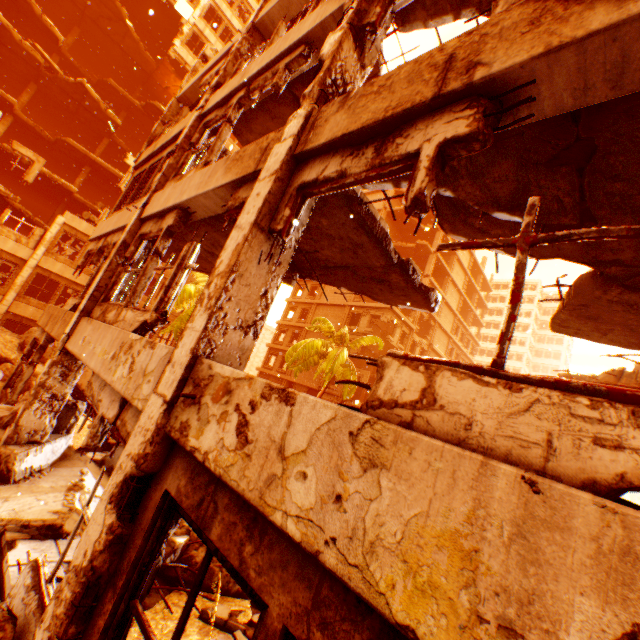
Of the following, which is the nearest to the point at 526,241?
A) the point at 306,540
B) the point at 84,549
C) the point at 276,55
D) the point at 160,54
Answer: the point at 306,540

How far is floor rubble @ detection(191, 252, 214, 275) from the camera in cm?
884

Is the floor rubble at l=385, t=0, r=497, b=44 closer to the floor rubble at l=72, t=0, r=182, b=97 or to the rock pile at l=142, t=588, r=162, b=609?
the rock pile at l=142, t=588, r=162, b=609

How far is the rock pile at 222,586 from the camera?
5.7 meters

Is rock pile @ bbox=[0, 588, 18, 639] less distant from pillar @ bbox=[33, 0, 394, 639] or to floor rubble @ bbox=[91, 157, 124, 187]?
pillar @ bbox=[33, 0, 394, 639]

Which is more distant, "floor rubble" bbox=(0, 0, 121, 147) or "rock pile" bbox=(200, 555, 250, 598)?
"floor rubble" bbox=(0, 0, 121, 147)

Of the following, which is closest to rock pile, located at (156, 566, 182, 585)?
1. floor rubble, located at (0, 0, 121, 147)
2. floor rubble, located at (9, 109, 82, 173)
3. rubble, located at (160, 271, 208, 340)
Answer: rubble, located at (160, 271, 208, 340)
